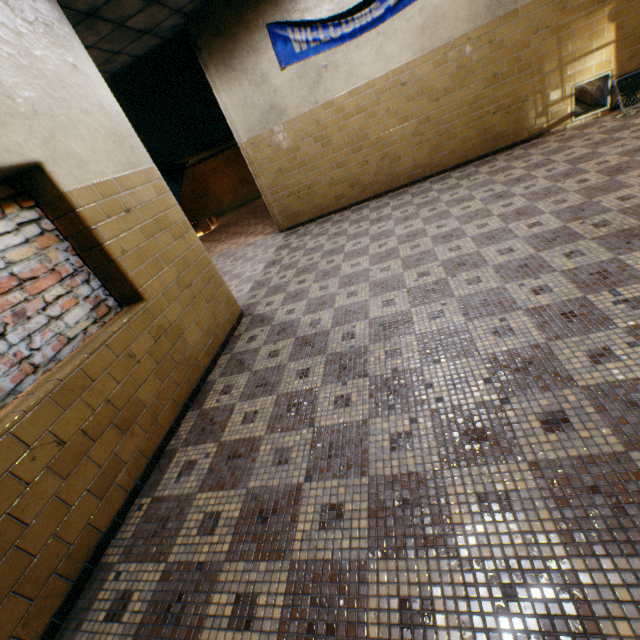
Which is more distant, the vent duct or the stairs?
the stairs

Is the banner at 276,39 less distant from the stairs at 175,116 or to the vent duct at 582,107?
the stairs at 175,116

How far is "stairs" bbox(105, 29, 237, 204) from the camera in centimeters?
637cm

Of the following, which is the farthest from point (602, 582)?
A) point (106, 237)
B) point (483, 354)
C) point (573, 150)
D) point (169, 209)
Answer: point (573, 150)

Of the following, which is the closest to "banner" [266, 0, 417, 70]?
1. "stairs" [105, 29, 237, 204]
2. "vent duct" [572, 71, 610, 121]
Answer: "stairs" [105, 29, 237, 204]

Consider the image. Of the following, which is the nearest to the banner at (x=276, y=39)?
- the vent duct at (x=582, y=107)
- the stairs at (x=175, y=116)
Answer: the stairs at (x=175, y=116)
